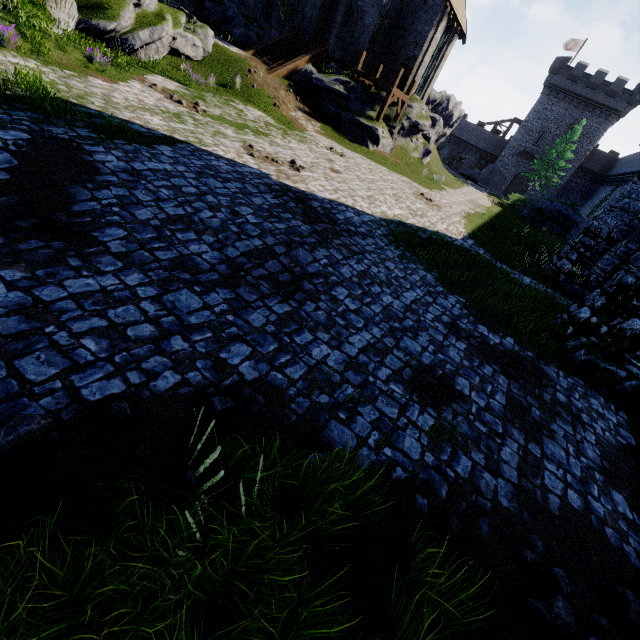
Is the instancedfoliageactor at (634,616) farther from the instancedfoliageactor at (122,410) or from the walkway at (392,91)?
the walkway at (392,91)

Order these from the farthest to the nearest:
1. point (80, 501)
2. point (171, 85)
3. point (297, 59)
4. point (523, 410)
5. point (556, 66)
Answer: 1. point (556, 66)
2. point (297, 59)
3. point (171, 85)
4. point (523, 410)
5. point (80, 501)

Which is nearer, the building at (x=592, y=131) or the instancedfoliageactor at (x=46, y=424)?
the instancedfoliageactor at (x=46, y=424)

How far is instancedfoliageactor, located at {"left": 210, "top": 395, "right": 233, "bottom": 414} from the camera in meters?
3.4 m

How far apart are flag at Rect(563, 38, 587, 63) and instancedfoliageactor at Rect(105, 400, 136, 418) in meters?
68.7 m

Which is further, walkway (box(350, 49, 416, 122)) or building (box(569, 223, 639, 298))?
walkway (box(350, 49, 416, 122))

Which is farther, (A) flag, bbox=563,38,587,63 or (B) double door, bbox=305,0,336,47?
(A) flag, bbox=563,38,587,63

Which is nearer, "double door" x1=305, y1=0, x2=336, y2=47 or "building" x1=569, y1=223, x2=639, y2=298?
"building" x1=569, y1=223, x2=639, y2=298
